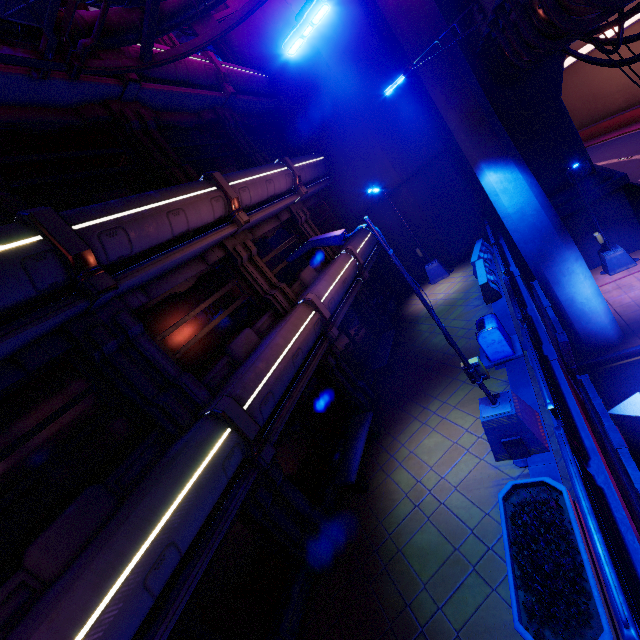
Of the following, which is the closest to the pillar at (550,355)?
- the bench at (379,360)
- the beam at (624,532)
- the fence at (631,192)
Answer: the beam at (624,532)

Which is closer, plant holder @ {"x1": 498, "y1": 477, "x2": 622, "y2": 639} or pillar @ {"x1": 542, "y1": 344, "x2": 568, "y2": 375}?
plant holder @ {"x1": 498, "y1": 477, "x2": 622, "y2": 639}

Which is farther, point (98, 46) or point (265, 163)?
point (265, 163)

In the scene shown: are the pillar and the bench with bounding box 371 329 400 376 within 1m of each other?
no

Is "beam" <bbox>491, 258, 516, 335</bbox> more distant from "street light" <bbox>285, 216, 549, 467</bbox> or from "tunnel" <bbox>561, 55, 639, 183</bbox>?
"tunnel" <bbox>561, 55, 639, 183</bbox>

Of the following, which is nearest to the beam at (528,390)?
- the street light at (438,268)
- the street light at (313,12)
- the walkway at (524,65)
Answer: the walkway at (524,65)

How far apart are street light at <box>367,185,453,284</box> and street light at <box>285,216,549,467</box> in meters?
10.6 m

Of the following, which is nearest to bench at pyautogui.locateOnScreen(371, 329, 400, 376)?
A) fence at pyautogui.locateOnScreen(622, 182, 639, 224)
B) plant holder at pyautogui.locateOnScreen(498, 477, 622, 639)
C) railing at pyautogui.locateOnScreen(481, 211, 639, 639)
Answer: railing at pyautogui.locateOnScreen(481, 211, 639, 639)
